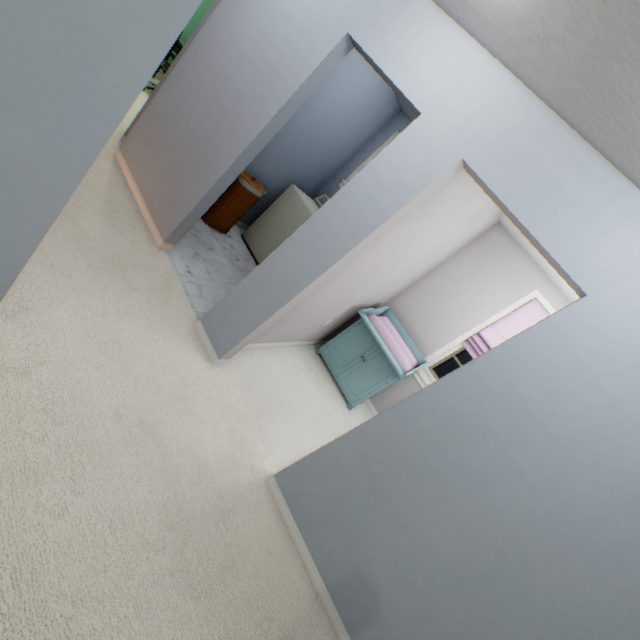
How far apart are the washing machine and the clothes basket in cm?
33

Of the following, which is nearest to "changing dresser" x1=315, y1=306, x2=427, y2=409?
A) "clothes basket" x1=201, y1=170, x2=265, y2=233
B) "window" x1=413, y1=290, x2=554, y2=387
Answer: "window" x1=413, y1=290, x2=554, y2=387

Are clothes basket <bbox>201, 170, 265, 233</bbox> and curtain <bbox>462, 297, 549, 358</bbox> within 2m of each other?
no

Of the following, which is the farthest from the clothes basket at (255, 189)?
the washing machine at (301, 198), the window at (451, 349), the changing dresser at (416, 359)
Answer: the window at (451, 349)

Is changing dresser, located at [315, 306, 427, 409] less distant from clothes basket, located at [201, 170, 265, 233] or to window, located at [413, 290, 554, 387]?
window, located at [413, 290, 554, 387]

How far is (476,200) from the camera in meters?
2.7 m

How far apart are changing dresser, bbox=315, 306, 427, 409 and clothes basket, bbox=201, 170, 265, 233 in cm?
176

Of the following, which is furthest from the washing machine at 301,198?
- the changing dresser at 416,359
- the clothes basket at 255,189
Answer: the changing dresser at 416,359
